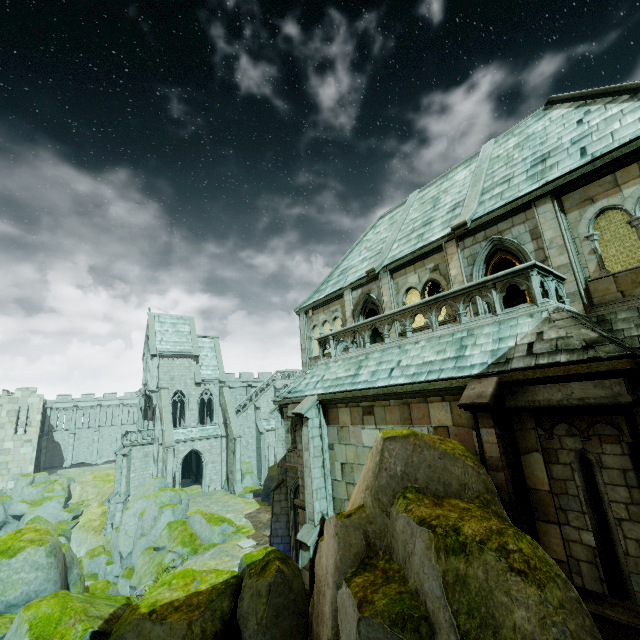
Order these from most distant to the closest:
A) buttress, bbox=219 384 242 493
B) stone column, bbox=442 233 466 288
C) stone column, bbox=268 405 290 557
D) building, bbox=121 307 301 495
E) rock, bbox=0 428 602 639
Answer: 1. building, bbox=121 307 301 495
2. buttress, bbox=219 384 242 493
3. stone column, bbox=268 405 290 557
4. stone column, bbox=442 233 466 288
5. rock, bbox=0 428 602 639

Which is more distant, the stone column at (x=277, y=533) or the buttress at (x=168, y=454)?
the buttress at (x=168, y=454)

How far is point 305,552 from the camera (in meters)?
10.96

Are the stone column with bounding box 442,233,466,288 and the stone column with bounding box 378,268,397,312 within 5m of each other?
yes

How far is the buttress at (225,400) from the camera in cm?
3453

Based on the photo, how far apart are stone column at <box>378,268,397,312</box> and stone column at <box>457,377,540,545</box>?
6.0 meters

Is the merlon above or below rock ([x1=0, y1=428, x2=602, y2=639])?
above

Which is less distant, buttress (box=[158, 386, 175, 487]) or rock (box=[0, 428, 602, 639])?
rock (box=[0, 428, 602, 639])
